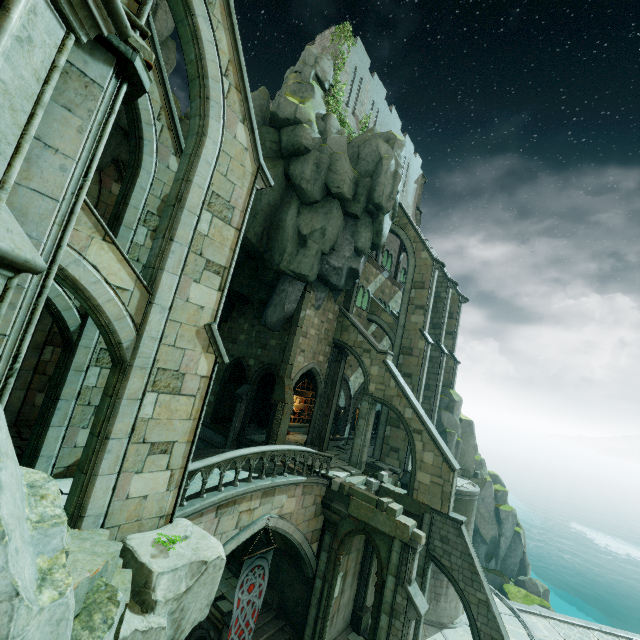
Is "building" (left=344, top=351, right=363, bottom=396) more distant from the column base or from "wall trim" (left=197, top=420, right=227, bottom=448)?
the column base

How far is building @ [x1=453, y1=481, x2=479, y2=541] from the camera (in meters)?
20.92

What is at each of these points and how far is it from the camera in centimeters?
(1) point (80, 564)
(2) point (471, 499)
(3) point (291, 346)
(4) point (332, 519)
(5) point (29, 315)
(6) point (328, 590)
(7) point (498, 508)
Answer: (1) stone column, 555cm
(2) building, 2144cm
(3) stone column, 2031cm
(4) column top, 1549cm
(5) stone column, 343cm
(6) stone column, 1506cm
(7) rock, 2878cm

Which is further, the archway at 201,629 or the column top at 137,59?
the archway at 201,629

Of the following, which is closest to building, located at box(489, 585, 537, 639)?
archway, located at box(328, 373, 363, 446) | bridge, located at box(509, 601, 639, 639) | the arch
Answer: bridge, located at box(509, 601, 639, 639)

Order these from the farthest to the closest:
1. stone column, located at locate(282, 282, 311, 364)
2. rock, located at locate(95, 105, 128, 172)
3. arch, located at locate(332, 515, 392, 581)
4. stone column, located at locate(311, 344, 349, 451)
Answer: stone column, located at locate(311, 344, 349, 451), stone column, located at locate(282, 282, 311, 364), rock, located at locate(95, 105, 128, 172), arch, located at locate(332, 515, 392, 581)

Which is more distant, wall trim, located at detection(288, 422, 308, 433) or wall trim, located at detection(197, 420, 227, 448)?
wall trim, located at detection(288, 422, 308, 433)

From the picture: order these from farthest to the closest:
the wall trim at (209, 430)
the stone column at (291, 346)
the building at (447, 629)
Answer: the wall trim at (209, 430) < the stone column at (291, 346) < the building at (447, 629)
